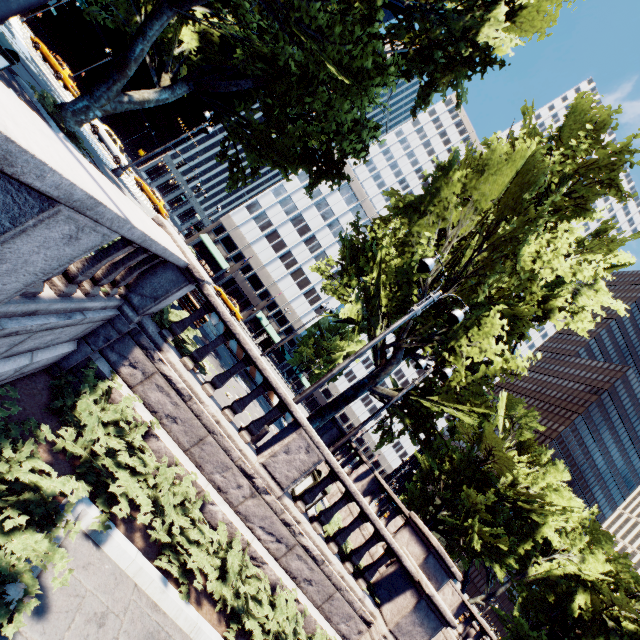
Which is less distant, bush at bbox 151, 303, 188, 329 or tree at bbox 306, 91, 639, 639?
bush at bbox 151, 303, 188, 329

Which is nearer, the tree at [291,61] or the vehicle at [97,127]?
the tree at [291,61]

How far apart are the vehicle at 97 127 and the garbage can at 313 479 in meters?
32.0 m

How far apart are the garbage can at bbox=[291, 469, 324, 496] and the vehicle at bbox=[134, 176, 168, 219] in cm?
3714

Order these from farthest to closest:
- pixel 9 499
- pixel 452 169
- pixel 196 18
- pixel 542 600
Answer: pixel 542 600 < pixel 452 169 < pixel 196 18 < pixel 9 499

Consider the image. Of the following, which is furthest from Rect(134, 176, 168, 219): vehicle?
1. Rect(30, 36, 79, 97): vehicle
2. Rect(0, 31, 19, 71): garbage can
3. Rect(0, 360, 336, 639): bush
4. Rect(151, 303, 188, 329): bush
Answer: Rect(0, 360, 336, 639): bush

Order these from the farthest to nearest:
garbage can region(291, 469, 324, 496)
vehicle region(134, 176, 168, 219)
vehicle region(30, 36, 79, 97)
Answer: vehicle region(134, 176, 168, 219)
vehicle region(30, 36, 79, 97)
garbage can region(291, 469, 324, 496)

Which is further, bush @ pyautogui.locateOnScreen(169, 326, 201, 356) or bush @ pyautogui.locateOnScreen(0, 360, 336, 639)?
bush @ pyautogui.locateOnScreen(169, 326, 201, 356)
